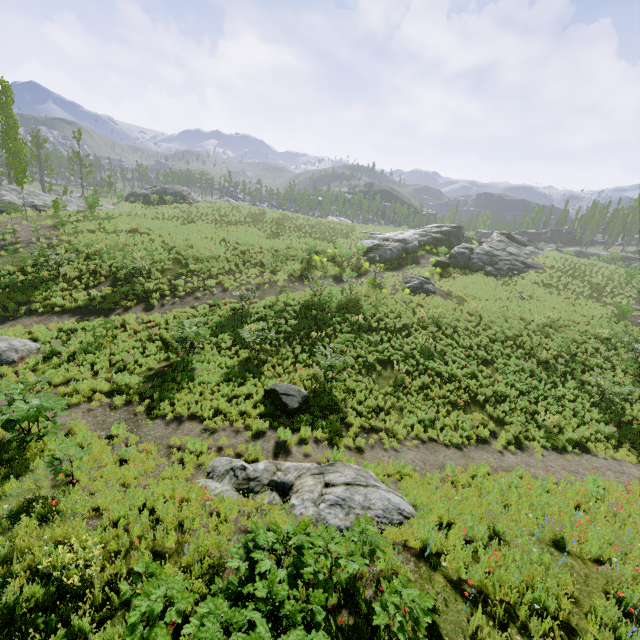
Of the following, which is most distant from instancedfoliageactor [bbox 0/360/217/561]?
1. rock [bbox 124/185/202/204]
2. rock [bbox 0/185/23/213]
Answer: rock [bbox 124/185/202/204]

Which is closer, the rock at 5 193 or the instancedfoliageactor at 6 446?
the instancedfoliageactor at 6 446

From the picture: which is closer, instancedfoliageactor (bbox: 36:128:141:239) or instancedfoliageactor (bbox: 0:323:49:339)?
instancedfoliageactor (bbox: 0:323:49:339)

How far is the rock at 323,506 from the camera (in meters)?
7.20

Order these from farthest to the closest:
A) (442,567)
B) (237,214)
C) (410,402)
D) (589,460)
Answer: (237,214)
(410,402)
(589,460)
(442,567)

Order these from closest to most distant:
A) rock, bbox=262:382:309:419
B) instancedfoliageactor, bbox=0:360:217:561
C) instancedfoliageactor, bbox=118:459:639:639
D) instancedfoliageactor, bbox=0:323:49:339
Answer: instancedfoliageactor, bbox=118:459:639:639 → instancedfoliageactor, bbox=0:360:217:561 → rock, bbox=262:382:309:419 → instancedfoliageactor, bbox=0:323:49:339

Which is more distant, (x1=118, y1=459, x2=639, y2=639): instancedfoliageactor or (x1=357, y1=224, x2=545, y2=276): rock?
(x1=357, y1=224, x2=545, y2=276): rock

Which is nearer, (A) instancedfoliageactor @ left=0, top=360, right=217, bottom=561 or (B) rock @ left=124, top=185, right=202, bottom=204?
(A) instancedfoliageactor @ left=0, top=360, right=217, bottom=561
